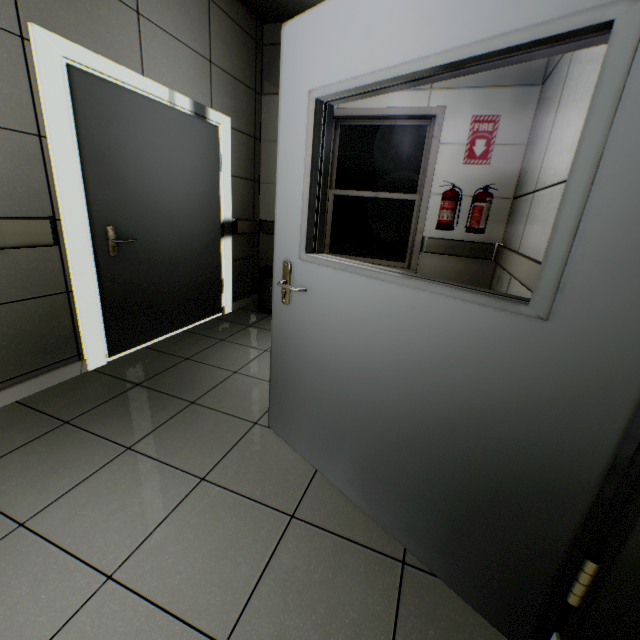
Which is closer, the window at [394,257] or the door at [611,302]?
the door at [611,302]

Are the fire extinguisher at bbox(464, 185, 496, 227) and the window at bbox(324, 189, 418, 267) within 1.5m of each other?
yes

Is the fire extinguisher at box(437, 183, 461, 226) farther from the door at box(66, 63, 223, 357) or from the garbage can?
the door at box(66, 63, 223, 357)

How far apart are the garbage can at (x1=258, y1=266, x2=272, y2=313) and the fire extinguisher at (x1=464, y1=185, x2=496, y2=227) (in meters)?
2.14

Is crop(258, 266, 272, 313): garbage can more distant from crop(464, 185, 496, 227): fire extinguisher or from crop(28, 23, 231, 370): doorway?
crop(464, 185, 496, 227): fire extinguisher

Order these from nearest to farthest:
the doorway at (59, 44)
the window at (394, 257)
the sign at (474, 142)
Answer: the doorway at (59, 44), the sign at (474, 142), the window at (394, 257)

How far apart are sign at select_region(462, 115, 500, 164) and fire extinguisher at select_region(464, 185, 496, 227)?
0.4 meters

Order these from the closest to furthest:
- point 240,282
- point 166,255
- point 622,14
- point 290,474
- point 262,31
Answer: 1. point 622,14
2. point 290,474
3. point 166,255
4. point 262,31
5. point 240,282
